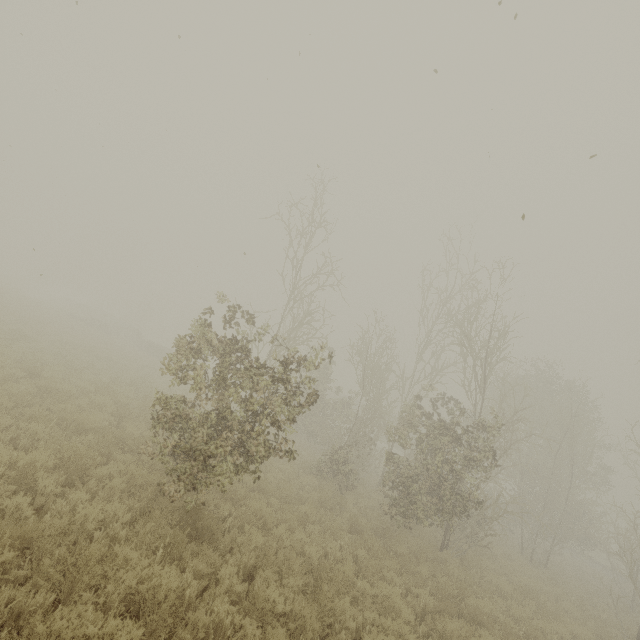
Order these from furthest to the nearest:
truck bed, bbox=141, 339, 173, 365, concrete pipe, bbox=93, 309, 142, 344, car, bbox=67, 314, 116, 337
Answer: concrete pipe, bbox=93, 309, 142, 344, car, bbox=67, 314, 116, 337, truck bed, bbox=141, 339, 173, 365

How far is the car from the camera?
29.6m

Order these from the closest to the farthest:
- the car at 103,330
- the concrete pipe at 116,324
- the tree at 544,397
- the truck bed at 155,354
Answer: the tree at 544,397
the truck bed at 155,354
the car at 103,330
the concrete pipe at 116,324

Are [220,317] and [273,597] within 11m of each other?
no

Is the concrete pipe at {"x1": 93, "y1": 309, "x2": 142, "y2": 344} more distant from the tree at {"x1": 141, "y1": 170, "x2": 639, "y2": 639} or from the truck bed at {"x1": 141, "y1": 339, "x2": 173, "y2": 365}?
the tree at {"x1": 141, "y1": 170, "x2": 639, "y2": 639}

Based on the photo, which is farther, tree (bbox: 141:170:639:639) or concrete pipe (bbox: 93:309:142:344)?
concrete pipe (bbox: 93:309:142:344)

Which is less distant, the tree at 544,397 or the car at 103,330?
the tree at 544,397
